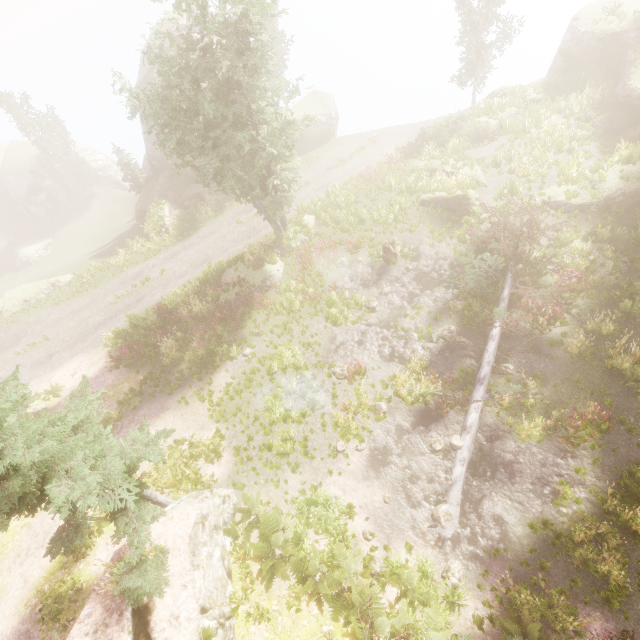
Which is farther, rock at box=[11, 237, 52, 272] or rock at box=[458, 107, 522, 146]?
rock at box=[11, 237, 52, 272]

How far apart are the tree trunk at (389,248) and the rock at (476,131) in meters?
10.4

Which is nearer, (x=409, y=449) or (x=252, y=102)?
(x=409, y=449)

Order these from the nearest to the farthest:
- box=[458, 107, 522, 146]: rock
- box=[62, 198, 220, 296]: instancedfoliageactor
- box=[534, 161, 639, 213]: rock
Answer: box=[534, 161, 639, 213]: rock, box=[458, 107, 522, 146]: rock, box=[62, 198, 220, 296]: instancedfoliageactor

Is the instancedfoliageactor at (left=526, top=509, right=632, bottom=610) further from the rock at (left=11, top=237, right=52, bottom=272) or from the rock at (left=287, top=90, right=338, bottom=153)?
the rock at (left=11, top=237, right=52, bottom=272)

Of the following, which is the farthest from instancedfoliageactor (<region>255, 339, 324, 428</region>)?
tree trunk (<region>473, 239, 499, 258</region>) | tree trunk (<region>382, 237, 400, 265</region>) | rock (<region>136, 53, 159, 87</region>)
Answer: tree trunk (<region>382, 237, 400, 265</region>)

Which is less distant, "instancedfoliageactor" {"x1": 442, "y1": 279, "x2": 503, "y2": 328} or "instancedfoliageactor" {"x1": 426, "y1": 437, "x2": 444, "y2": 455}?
"instancedfoliageactor" {"x1": 426, "y1": 437, "x2": 444, "y2": 455}

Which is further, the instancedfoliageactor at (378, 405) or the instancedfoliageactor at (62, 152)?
the instancedfoliageactor at (62, 152)
